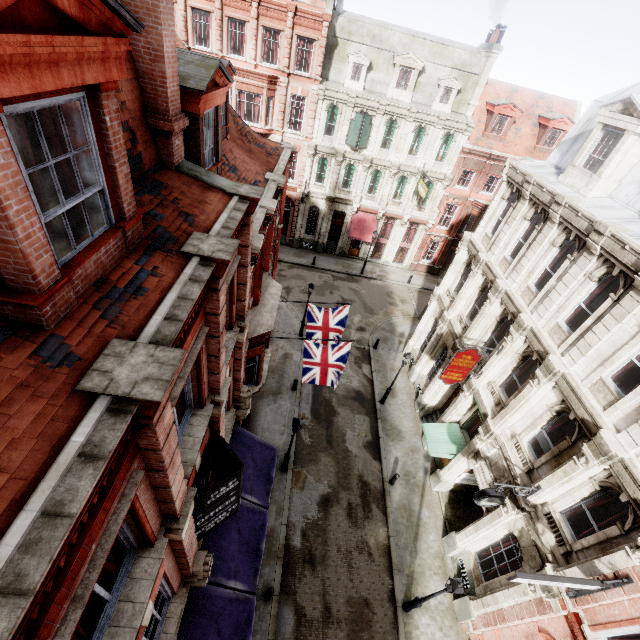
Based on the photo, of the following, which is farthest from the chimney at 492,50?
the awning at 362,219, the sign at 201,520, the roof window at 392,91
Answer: the sign at 201,520

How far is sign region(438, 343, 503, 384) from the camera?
13.93m

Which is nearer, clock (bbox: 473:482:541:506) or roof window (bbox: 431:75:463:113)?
clock (bbox: 473:482:541:506)

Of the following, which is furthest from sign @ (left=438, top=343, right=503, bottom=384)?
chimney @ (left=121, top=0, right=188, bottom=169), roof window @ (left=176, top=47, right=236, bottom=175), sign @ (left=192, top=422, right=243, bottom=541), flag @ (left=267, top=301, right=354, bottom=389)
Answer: chimney @ (left=121, top=0, right=188, bottom=169)

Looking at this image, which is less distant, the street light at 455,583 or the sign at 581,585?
the sign at 581,585

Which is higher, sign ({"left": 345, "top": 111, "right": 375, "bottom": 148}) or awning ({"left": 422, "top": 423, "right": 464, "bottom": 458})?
sign ({"left": 345, "top": 111, "right": 375, "bottom": 148})

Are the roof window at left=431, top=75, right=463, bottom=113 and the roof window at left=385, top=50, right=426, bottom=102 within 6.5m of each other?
yes

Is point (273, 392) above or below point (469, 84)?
below
